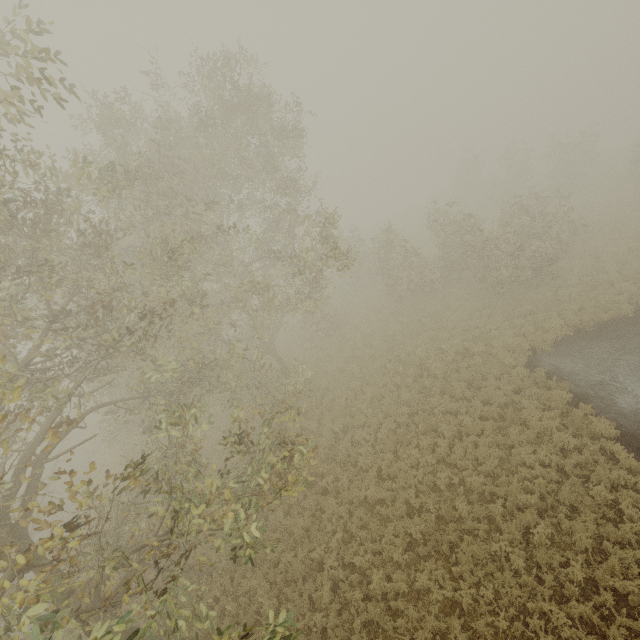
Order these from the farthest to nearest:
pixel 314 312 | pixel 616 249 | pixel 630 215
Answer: pixel 630 215 → pixel 616 249 → pixel 314 312
